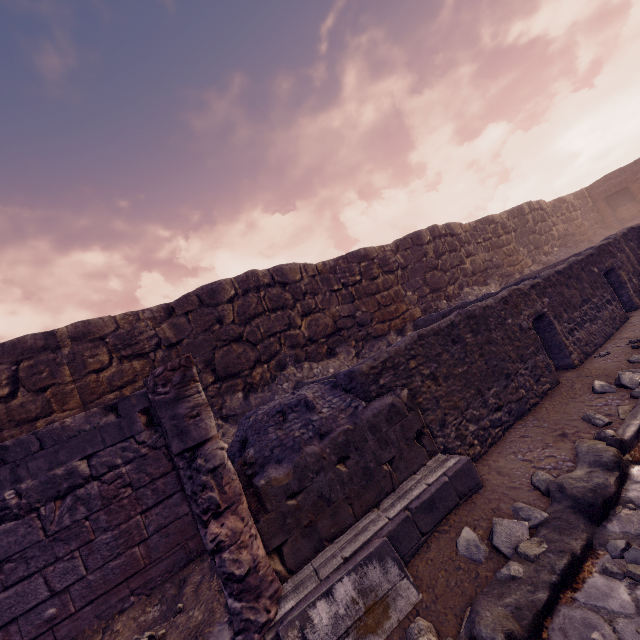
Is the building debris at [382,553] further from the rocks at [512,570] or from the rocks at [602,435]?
the rocks at [602,435]

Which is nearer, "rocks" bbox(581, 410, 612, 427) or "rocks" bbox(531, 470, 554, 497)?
"rocks" bbox(531, 470, 554, 497)

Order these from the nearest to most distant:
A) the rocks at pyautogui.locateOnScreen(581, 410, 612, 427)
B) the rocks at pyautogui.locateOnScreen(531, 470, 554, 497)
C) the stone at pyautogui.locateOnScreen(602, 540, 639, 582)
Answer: the stone at pyautogui.locateOnScreen(602, 540, 639, 582), the rocks at pyautogui.locateOnScreen(531, 470, 554, 497), the rocks at pyautogui.locateOnScreen(581, 410, 612, 427)

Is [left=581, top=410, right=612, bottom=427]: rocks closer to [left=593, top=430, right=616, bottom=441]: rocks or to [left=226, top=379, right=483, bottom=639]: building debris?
[left=593, top=430, right=616, bottom=441]: rocks

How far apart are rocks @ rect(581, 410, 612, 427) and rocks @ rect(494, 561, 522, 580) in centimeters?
184cm

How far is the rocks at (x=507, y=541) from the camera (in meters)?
2.80

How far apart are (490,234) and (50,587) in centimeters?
1667cm

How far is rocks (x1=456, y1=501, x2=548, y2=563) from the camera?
2.8 meters
